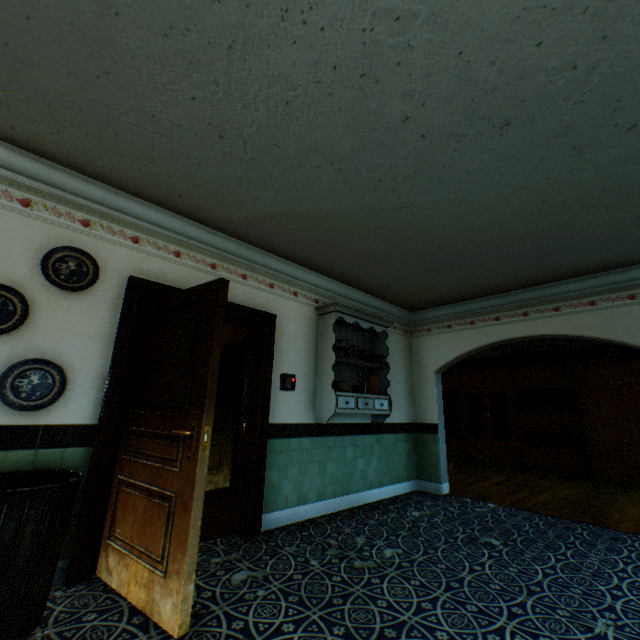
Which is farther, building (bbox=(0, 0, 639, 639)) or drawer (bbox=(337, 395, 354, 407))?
drawer (bbox=(337, 395, 354, 407))

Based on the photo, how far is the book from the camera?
7.4 meters

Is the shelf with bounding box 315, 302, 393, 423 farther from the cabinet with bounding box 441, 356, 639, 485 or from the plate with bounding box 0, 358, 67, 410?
the cabinet with bounding box 441, 356, 639, 485

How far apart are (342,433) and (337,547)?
1.6m

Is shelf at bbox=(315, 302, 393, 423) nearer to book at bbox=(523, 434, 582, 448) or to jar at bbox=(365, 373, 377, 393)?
jar at bbox=(365, 373, 377, 393)

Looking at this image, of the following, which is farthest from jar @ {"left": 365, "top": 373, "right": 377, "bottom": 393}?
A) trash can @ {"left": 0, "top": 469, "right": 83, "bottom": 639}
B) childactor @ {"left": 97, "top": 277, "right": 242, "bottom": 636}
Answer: trash can @ {"left": 0, "top": 469, "right": 83, "bottom": 639}

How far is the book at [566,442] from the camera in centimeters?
743cm

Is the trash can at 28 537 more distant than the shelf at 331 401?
No
